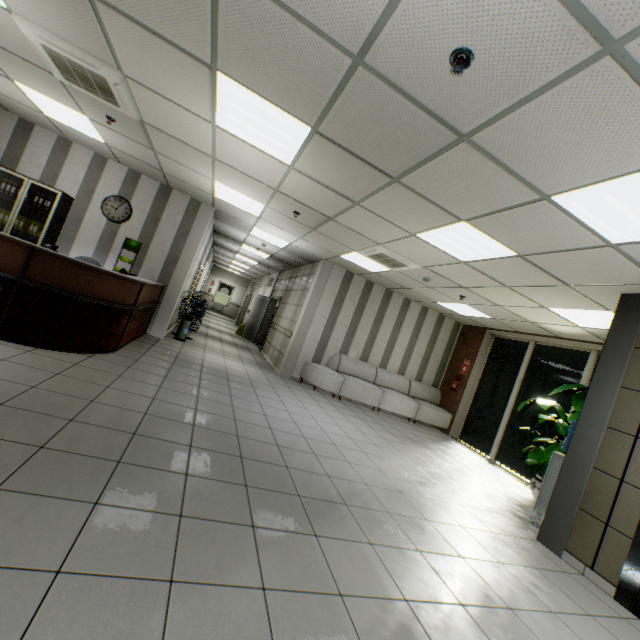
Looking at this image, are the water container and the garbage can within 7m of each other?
no

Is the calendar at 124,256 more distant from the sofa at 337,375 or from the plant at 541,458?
the plant at 541,458

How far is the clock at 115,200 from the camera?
6.83m

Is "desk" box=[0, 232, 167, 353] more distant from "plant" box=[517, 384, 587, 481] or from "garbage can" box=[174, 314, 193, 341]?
"plant" box=[517, 384, 587, 481]

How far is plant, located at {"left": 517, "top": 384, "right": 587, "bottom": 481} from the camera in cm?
549

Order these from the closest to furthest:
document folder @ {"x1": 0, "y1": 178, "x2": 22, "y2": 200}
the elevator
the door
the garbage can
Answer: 1. the elevator
2. document folder @ {"x1": 0, "y1": 178, "x2": 22, "y2": 200}
3. the garbage can
4. the door

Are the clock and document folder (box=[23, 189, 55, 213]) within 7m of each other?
yes

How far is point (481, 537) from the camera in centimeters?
346cm
